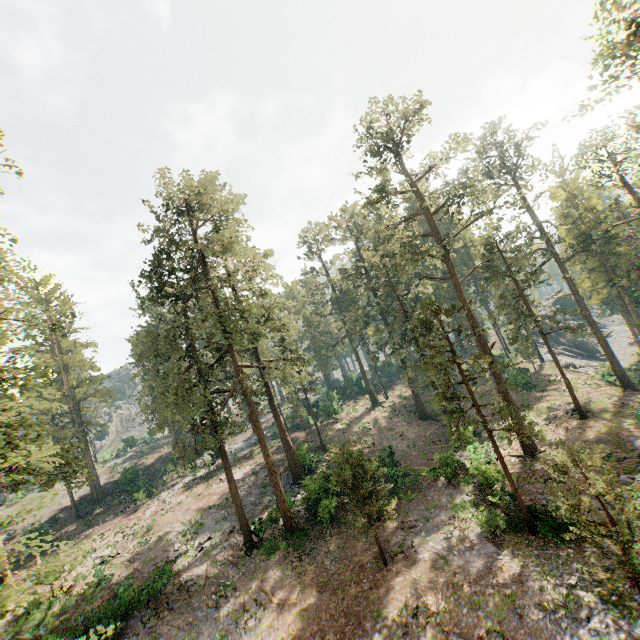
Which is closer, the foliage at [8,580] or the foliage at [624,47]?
the foliage at [8,580]

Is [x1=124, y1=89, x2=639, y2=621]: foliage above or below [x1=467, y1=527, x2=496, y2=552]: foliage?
above

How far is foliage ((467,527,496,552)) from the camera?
17.4 meters

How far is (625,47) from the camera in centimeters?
1939cm

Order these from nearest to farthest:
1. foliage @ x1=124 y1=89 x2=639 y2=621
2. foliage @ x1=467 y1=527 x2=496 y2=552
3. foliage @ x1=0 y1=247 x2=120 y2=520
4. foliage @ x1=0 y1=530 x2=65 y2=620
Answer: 1. foliage @ x1=0 y1=530 x2=65 y2=620
2. foliage @ x1=0 y1=247 x2=120 y2=520
3. foliage @ x1=467 y1=527 x2=496 y2=552
4. foliage @ x1=124 y1=89 x2=639 y2=621

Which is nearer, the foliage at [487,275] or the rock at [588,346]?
the foliage at [487,275]

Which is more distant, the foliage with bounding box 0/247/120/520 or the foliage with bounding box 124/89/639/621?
the foliage with bounding box 124/89/639/621
